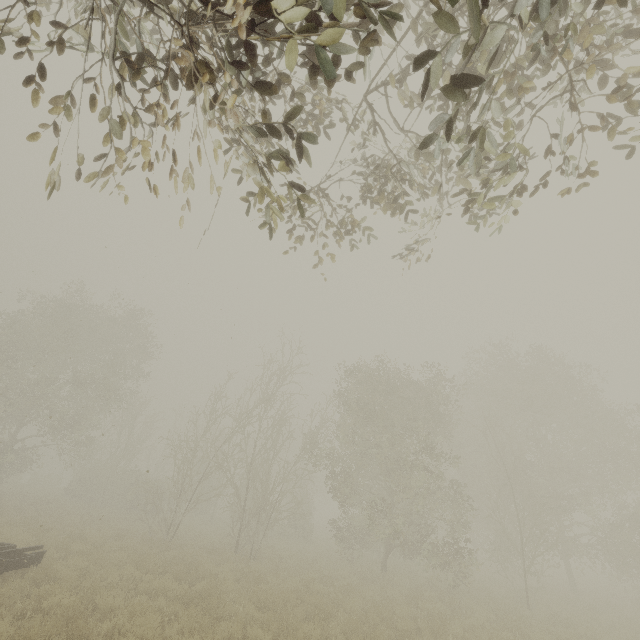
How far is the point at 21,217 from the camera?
15.4m

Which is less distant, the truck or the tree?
the tree

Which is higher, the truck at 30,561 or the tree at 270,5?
the tree at 270,5

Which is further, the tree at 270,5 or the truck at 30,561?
the truck at 30,561

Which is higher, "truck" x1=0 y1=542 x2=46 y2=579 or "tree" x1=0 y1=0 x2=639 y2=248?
"tree" x1=0 y1=0 x2=639 y2=248
